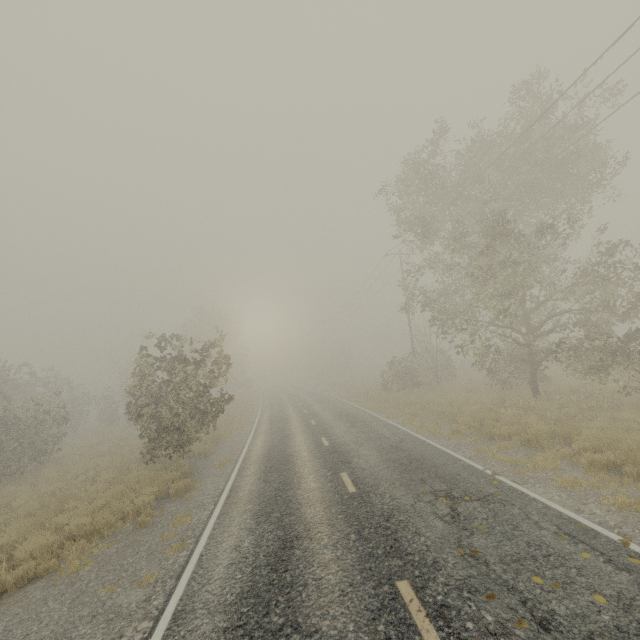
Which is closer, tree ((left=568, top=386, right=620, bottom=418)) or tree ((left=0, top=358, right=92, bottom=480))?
tree ((left=568, top=386, right=620, bottom=418))

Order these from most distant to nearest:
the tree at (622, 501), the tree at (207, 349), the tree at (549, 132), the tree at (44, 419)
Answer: the tree at (44, 419) → the tree at (207, 349) → the tree at (549, 132) → the tree at (622, 501)

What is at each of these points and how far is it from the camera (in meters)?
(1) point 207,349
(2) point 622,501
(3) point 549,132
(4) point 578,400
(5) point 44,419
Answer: (1) tree, 14.44
(2) tree, 6.21
(3) tree, 12.09
(4) tree, 14.02
(5) tree, 18.89

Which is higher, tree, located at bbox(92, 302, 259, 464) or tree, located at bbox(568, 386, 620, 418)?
tree, located at bbox(92, 302, 259, 464)

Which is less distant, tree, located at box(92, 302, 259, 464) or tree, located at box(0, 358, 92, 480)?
tree, located at box(92, 302, 259, 464)

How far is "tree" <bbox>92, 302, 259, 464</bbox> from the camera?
13.0m

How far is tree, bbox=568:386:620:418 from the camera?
12.4 meters

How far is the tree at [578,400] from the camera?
12.38m
